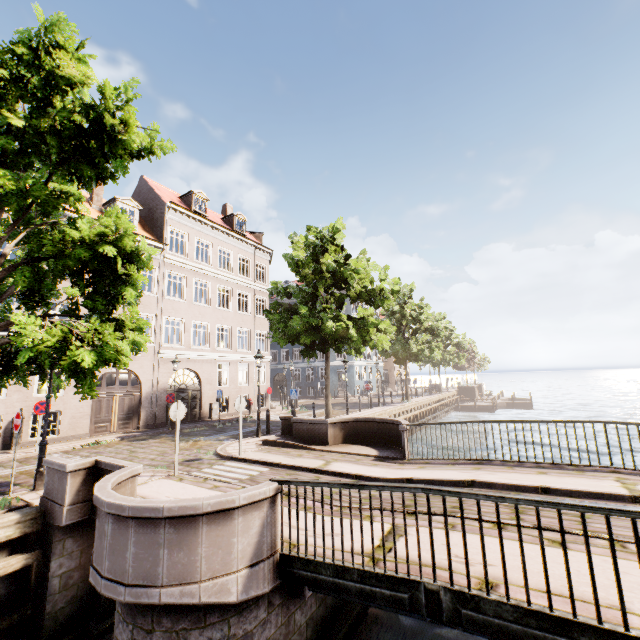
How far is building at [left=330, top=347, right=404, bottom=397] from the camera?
39.9 meters

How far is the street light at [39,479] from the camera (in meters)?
7.90

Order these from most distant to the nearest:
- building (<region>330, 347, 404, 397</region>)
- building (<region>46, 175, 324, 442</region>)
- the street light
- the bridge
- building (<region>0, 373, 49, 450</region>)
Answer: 1. building (<region>330, 347, 404, 397</region>)
2. building (<region>46, 175, 324, 442</region>)
3. building (<region>0, 373, 49, 450</region>)
4. the street light
5. the bridge

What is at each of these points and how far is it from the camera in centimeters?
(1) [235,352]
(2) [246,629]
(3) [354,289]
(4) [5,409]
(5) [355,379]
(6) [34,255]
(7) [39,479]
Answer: (1) building, 2425cm
(2) bridge, 443cm
(3) tree, 1862cm
(4) building, 1328cm
(5) building, 4062cm
(6) tree, 718cm
(7) street light, 791cm

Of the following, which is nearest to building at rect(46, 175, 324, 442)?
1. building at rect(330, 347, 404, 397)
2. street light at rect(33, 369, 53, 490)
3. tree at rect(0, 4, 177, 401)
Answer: tree at rect(0, 4, 177, 401)

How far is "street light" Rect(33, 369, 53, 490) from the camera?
7.90m

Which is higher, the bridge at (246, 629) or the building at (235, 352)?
the building at (235, 352)

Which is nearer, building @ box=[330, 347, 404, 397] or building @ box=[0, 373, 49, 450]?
building @ box=[0, 373, 49, 450]
